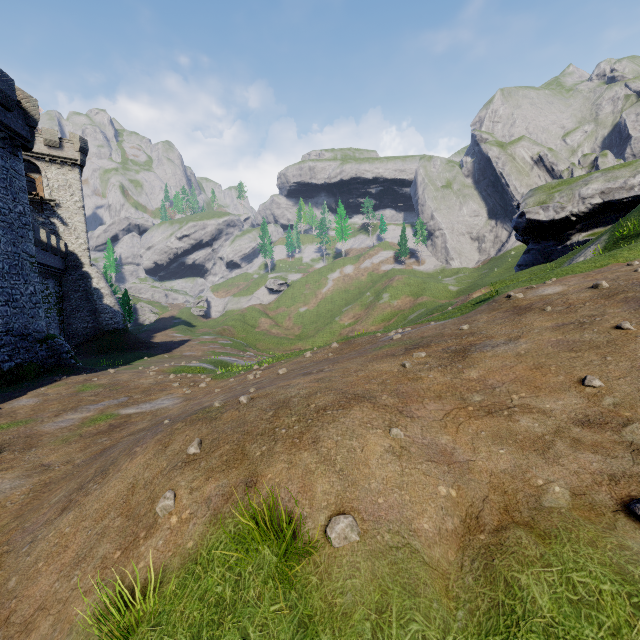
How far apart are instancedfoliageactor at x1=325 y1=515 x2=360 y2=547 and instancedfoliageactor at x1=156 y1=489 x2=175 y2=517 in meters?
1.8 m

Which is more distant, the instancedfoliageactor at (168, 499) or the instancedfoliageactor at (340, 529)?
the instancedfoliageactor at (168, 499)

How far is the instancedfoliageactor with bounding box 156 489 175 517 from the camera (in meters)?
3.70

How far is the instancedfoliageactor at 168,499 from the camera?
3.70m

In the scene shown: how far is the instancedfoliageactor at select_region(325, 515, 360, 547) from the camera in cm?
299

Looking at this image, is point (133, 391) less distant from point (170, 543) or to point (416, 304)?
point (170, 543)

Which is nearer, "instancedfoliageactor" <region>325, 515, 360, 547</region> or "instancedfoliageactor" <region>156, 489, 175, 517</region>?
"instancedfoliageactor" <region>325, 515, 360, 547</region>
